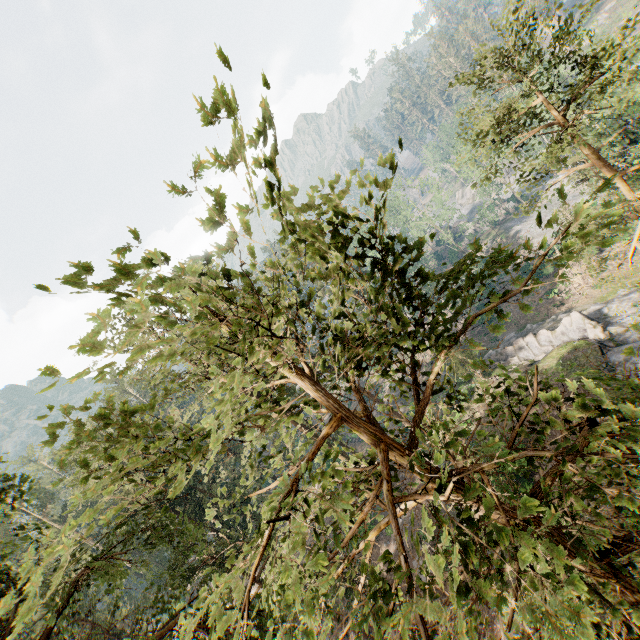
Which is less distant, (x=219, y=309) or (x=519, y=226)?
(x=219, y=309)

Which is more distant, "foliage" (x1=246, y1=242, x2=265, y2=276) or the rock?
the rock

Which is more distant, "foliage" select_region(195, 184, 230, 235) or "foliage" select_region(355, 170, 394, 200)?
"foliage" select_region(355, 170, 394, 200)

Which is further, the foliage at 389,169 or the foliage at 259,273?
the foliage at 389,169

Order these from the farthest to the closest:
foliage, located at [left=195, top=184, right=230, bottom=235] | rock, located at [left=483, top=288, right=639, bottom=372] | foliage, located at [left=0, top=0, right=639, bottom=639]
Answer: rock, located at [left=483, top=288, right=639, bottom=372] < foliage, located at [left=0, top=0, right=639, bottom=639] < foliage, located at [left=195, top=184, right=230, bottom=235]

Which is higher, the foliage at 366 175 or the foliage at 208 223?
the foliage at 208 223
